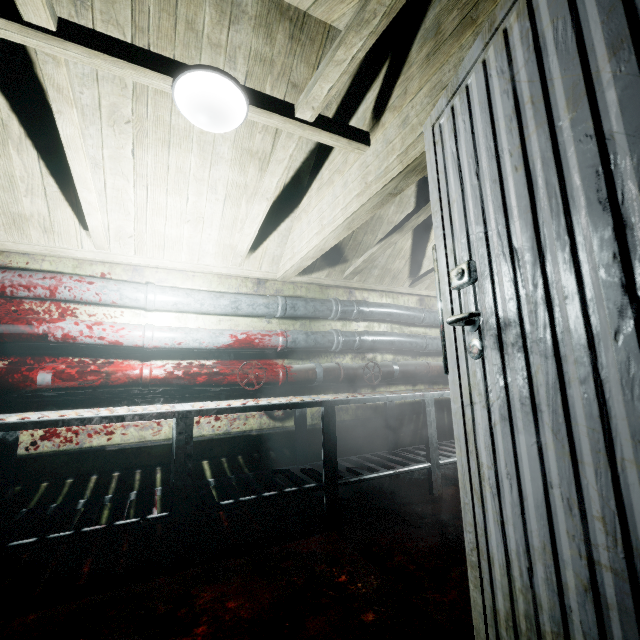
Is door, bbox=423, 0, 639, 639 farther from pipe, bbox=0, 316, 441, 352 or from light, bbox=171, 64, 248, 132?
pipe, bbox=0, 316, 441, 352

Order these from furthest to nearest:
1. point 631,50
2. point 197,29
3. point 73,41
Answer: point 197,29 → point 73,41 → point 631,50

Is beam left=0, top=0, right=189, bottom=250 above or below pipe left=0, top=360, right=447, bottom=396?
above

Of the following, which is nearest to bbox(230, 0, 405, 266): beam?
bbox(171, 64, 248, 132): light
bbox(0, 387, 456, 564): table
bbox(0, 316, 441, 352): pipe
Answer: bbox(171, 64, 248, 132): light

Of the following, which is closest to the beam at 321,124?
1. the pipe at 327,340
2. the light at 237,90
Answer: the light at 237,90

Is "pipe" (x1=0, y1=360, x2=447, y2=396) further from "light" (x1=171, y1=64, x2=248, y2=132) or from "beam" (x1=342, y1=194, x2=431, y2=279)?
"light" (x1=171, y1=64, x2=248, y2=132)

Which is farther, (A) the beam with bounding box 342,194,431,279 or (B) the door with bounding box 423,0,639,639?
(A) the beam with bounding box 342,194,431,279

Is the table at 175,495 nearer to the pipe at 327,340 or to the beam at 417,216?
A: the pipe at 327,340
